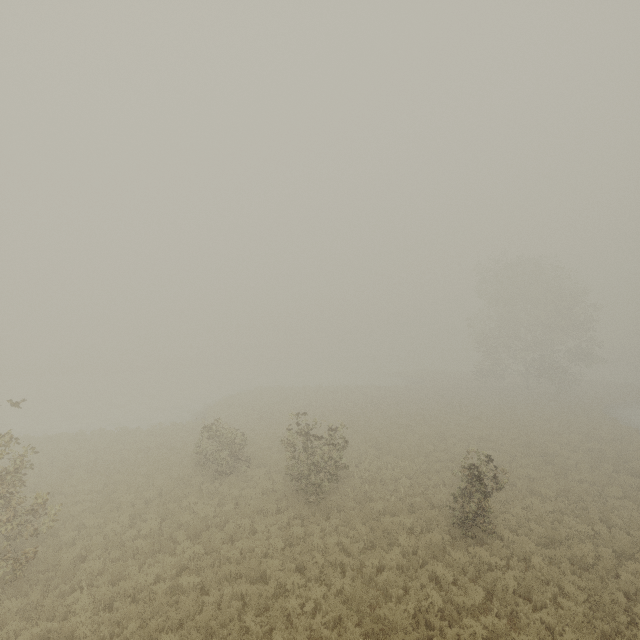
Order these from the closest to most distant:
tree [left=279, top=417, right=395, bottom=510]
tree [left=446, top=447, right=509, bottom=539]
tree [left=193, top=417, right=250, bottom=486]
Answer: tree [left=446, top=447, right=509, bottom=539] → tree [left=279, top=417, right=395, bottom=510] → tree [left=193, top=417, right=250, bottom=486]

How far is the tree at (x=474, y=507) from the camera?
11.76m

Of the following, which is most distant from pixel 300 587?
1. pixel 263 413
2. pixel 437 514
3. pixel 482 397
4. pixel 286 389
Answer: pixel 482 397

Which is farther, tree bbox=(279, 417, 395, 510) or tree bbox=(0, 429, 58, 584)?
tree bbox=(279, 417, 395, 510)

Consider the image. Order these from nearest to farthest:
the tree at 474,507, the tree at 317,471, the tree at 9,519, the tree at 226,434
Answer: the tree at 9,519 < the tree at 474,507 < the tree at 317,471 < the tree at 226,434

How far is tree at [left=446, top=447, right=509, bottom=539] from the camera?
11.8 meters
